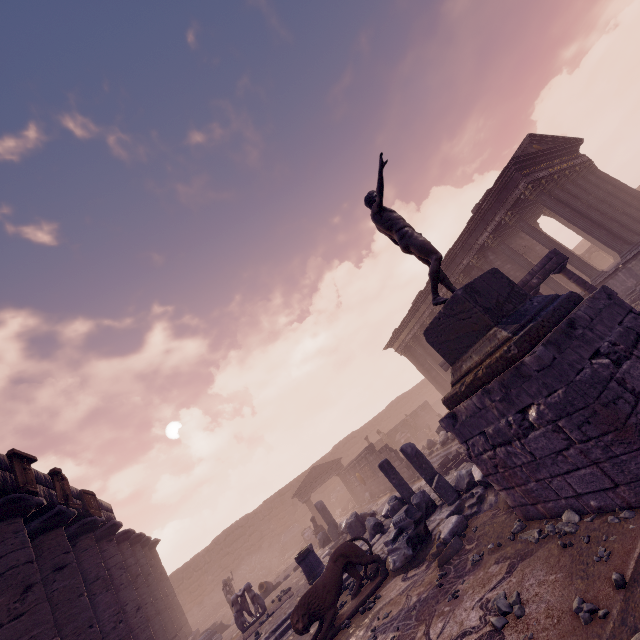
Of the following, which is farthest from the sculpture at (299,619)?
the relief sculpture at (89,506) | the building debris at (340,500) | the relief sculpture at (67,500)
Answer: the building debris at (340,500)

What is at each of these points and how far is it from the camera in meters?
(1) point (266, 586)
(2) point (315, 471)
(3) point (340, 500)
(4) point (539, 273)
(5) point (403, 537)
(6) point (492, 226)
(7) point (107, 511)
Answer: (1) vase, 14.9
(2) pediment, 25.1
(3) building debris, 29.5
(4) entablature, 11.1
(5) building debris, 6.2
(6) building, 16.6
(7) entablature, 13.4

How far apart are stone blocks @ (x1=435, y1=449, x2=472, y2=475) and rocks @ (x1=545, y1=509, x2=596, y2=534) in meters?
9.1

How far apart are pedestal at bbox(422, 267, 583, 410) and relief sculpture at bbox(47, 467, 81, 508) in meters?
11.2 m

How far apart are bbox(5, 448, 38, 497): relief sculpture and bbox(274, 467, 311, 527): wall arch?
25.3m

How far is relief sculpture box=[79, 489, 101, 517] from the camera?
11.1m

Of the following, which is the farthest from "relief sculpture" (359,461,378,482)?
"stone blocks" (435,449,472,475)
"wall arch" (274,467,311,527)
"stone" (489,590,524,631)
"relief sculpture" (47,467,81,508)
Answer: "stone" (489,590,524,631)

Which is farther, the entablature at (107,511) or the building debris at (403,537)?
the entablature at (107,511)
